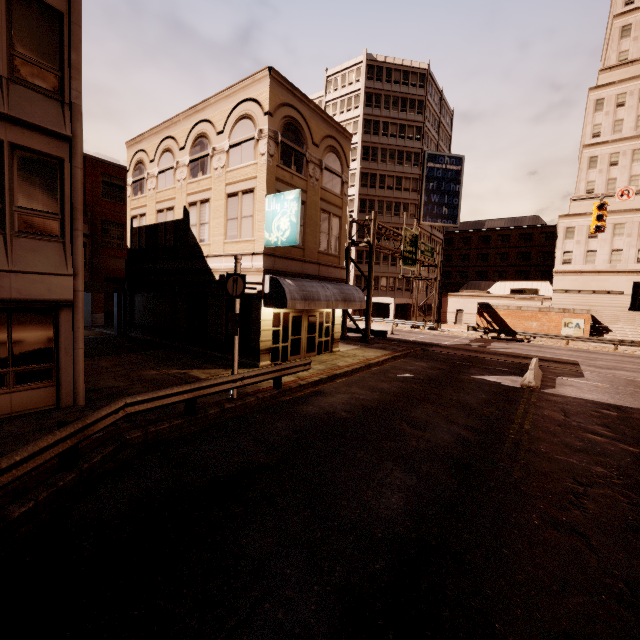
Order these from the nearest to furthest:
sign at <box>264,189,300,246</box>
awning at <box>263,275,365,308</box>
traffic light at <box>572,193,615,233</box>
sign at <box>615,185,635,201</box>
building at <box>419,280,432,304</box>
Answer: sign at <box>264,189,300,246</box> → awning at <box>263,275,365,308</box> → sign at <box>615,185,635,201</box> → traffic light at <box>572,193,615,233</box> → building at <box>419,280,432,304</box>

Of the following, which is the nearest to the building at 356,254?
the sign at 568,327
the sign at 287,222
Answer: the sign at 568,327

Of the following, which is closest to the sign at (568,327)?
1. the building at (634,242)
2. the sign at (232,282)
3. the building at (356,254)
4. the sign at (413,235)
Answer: the building at (634,242)

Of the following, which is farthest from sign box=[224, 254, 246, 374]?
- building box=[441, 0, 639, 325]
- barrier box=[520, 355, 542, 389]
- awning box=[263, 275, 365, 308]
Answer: building box=[441, 0, 639, 325]

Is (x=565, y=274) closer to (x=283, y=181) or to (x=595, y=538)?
(x=283, y=181)

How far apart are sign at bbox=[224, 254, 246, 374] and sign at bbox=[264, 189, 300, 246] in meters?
3.5

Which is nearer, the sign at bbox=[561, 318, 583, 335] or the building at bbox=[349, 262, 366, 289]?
the sign at bbox=[561, 318, 583, 335]

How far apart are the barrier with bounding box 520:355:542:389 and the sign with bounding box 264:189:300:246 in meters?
11.7
